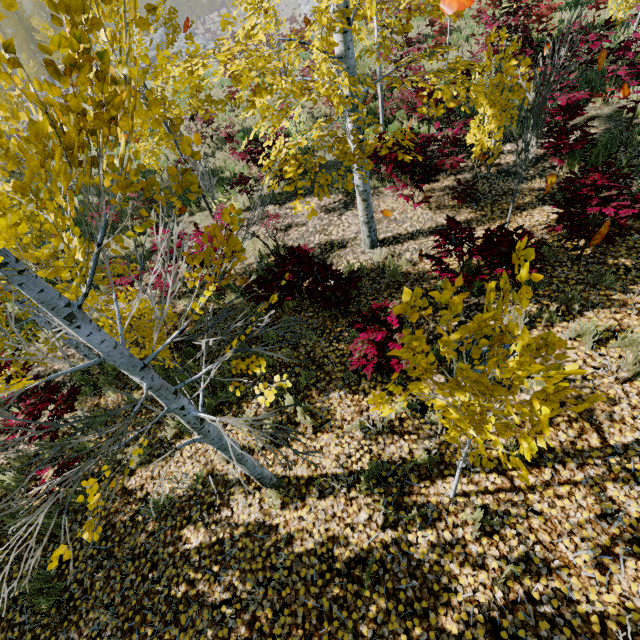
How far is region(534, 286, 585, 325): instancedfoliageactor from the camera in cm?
433

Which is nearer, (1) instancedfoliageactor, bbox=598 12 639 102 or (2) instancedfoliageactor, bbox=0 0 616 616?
(2) instancedfoliageactor, bbox=0 0 616 616

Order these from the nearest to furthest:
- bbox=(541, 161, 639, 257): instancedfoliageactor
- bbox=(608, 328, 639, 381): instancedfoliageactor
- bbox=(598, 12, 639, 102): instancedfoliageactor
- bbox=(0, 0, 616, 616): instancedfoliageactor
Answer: bbox=(0, 0, 616, 616): instancedfoliageactor → bbox=(608, 328, 639, 381): instancedfoliageactor → bbox=(541, 161, 639, 257): instancedfoliageactor → bbox=(598, 12, 639, 102): instancedfoliageactor

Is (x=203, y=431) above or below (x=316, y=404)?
above

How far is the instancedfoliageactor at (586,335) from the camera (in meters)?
3.96

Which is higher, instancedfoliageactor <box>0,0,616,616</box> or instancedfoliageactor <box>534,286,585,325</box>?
instancedfoliageactor <box>0,0,616,616</box>
